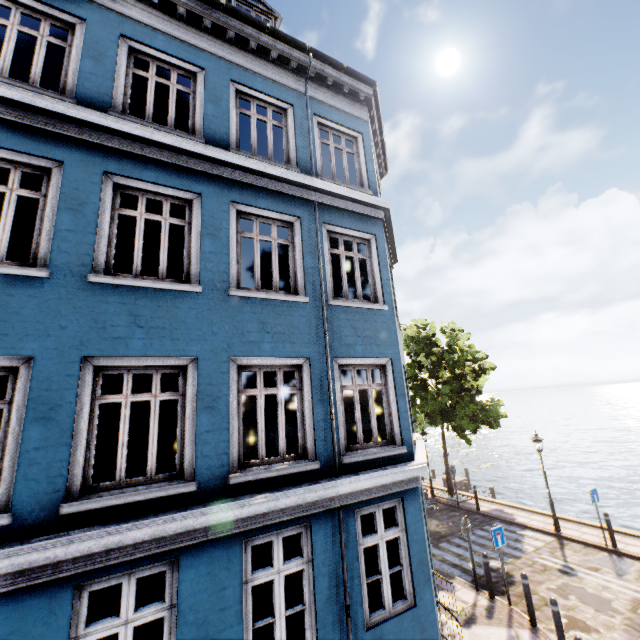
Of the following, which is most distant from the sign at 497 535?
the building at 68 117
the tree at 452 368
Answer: the tree at 452 368

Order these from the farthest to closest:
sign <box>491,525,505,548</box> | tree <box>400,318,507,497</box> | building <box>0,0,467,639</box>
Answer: tree <box>400,318,507,497</box> → sign <box>491,525,505,548</box> → building <box>0,0,467,639</box>

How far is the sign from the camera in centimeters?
902cm

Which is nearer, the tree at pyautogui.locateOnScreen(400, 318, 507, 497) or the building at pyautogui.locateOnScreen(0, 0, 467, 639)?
the building at pyautogui.locateOnScreen(0, 0, 467, 639)

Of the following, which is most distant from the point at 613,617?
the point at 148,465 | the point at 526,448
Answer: the point at 526,448

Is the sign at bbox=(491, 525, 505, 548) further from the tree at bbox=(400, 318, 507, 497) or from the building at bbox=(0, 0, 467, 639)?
the tree at bbox=(400, 318, 507, 497)

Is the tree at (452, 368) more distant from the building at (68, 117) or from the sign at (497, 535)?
the sign at (497, 535)
